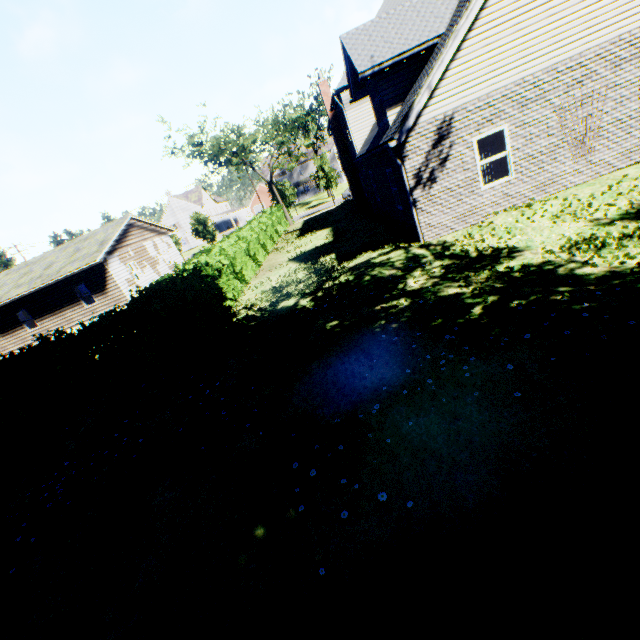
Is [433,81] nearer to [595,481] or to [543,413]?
[543,413]

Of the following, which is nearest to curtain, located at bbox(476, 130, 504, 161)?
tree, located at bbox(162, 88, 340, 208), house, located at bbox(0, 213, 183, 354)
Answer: house, located at bbox(0, 213, 183, 354)

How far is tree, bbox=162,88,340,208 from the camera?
31.9 meters

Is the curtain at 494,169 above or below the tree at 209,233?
below

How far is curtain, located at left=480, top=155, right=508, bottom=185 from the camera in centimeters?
1027cm

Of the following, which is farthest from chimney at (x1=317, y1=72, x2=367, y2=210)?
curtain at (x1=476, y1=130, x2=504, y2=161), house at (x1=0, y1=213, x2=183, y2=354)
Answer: house at (x1=0, y1=213, x2=183, y2=354)

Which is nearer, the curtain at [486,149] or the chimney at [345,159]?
the curtain at [486,149]
